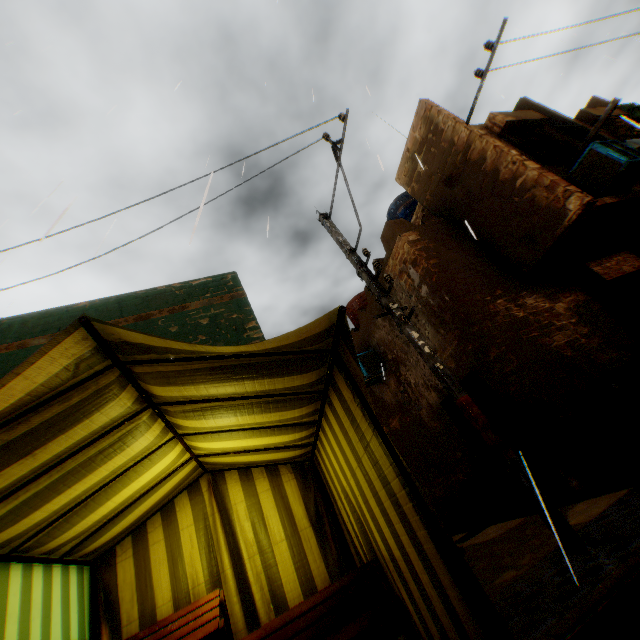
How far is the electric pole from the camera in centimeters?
362cm

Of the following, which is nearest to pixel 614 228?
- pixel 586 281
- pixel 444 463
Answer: pixel 586 281

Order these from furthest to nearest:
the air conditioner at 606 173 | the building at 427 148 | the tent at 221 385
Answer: the air conditioner at 606 173 → the building at 427 148 → the tent at 221 385

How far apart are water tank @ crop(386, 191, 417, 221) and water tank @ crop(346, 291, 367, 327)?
2.31m

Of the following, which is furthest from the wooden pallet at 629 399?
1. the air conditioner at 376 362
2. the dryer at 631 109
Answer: the dryer at 631 109

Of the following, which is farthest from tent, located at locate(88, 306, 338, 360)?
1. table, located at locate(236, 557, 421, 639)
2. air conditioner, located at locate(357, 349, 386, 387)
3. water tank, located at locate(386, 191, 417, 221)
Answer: water tank, located at locate(386, 191, 417, 221)

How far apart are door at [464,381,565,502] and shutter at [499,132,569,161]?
5.03m

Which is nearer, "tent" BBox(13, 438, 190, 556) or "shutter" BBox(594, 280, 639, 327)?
"tent" BBox(13, 438, 190, 556)
